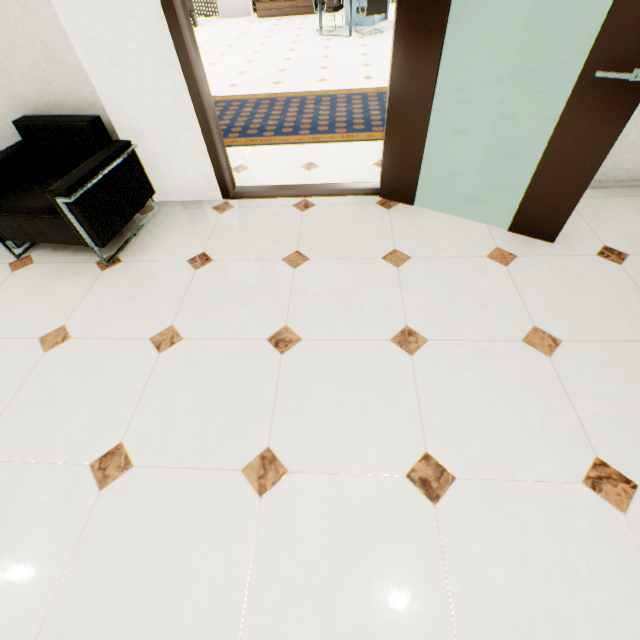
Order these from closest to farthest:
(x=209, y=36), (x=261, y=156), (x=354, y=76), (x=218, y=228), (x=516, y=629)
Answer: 1. (x=516, y=629)
2. (x=218, y=228)
3. (x=261, y=156)
4. (x=354, y=76)
5. (x=209, y=36)

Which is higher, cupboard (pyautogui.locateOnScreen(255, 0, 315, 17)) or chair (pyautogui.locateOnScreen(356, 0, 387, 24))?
chair (pyautogui.locateOnScreen(356, 0, 387, 24))

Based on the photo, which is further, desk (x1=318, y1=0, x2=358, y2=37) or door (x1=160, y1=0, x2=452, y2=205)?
desk (x1=318, y1=0, x2=358, y2=37)

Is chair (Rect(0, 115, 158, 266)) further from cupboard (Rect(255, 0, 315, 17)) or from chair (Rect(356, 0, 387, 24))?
cupboard (Rect(255, 0, 315, 17))

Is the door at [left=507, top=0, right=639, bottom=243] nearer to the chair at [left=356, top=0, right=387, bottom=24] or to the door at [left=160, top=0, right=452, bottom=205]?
the door at [left=160, top=0, right=452, bottom=205]

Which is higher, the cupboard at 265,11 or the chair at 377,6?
the chair at 377,6

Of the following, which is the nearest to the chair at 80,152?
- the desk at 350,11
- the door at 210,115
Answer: the door at 210,115
